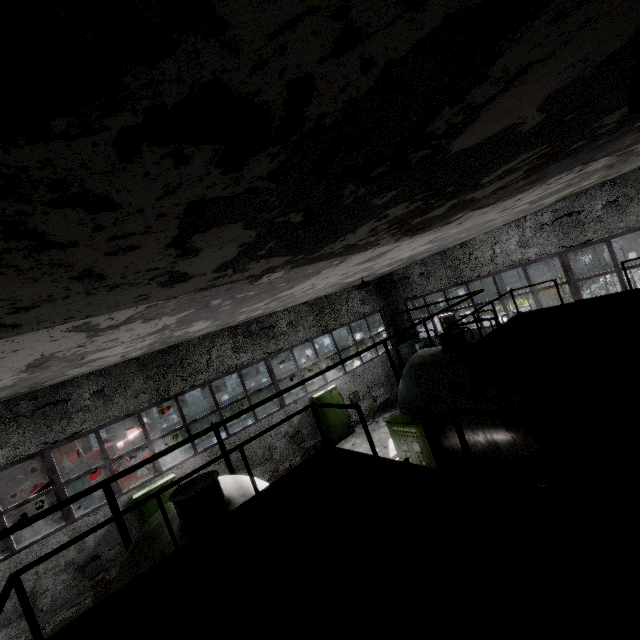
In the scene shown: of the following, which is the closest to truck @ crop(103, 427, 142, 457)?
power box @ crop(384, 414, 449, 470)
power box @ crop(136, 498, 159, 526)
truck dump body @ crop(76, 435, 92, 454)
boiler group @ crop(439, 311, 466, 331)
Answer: truck dump body @ crop(76, 435, 92, 454)

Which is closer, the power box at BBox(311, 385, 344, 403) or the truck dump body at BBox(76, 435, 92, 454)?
the power box at BBox(311, 385, 344, 403)

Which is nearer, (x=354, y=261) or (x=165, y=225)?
(x=165, y=225)

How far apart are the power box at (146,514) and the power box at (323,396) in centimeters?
611cm

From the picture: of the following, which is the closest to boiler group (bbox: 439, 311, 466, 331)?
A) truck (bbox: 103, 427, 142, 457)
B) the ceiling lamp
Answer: the ceiling lamp

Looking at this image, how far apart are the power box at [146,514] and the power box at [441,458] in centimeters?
762cm

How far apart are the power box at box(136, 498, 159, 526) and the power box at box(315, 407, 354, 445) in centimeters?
611cm
